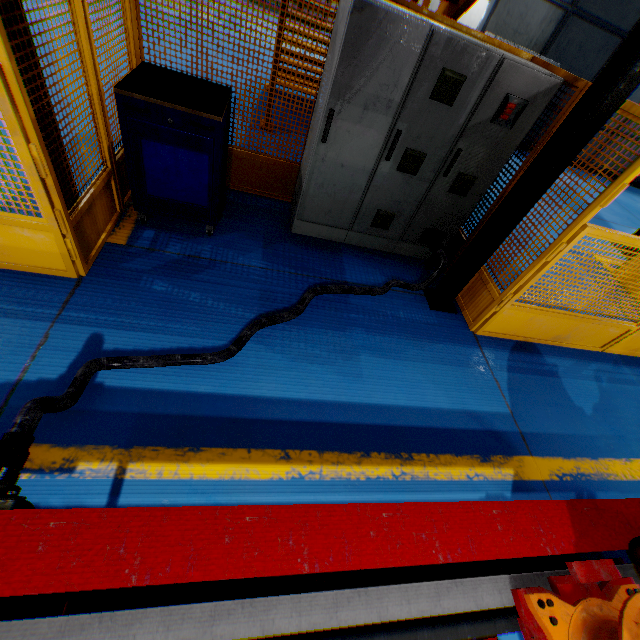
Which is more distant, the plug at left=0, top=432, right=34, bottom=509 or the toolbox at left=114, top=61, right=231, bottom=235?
the toolbox at left=114, top=61, right=231, bottom=235

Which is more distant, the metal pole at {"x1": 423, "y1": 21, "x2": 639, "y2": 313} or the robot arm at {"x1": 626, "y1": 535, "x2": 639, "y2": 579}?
the metal pole at {"x1": 423, "y1": 21, "x2": 639, "y2": 313}

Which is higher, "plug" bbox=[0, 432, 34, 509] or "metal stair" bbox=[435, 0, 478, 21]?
"metal stair" bbox=[435, 0, 478, 21]

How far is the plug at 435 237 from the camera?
4.0m

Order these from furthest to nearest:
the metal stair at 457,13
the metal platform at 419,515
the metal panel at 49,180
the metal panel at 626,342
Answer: the metal stair at 457,13, the metal panel at 626,342, the metal panel at 49,180, the metal platform at 419,515

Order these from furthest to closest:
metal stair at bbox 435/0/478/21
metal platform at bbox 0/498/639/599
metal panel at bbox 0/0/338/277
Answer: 1. metal stair at bbox 435/0/478/21
2. metal panel at bbox 0/0/338/277
3. metal platform at bbox 0/498/639/599

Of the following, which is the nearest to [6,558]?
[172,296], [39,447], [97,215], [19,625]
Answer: [19,625]

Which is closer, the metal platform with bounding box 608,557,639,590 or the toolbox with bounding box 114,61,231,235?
the metal platform with bounding box 608,557,639,590
